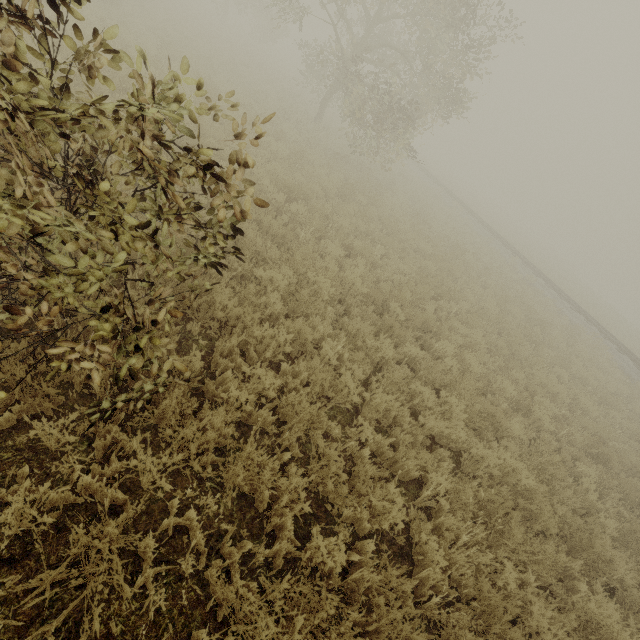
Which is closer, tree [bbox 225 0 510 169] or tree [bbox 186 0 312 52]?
tree [bbox 225 0 510 169]

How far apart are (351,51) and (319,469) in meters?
20.6 m

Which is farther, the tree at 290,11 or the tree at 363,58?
the tree at 290,11
